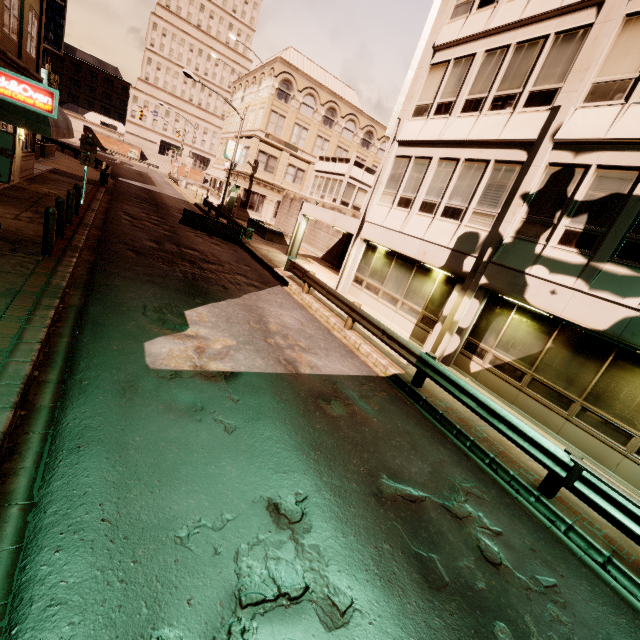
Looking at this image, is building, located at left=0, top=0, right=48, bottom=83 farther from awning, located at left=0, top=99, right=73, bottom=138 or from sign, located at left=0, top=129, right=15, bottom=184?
sign, located at left=0, top=129, right=15, bottom=184

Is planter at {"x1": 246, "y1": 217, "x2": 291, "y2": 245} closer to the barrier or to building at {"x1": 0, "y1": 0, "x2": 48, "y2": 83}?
the barrier

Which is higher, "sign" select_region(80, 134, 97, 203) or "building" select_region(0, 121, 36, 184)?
"sign" select_region(80, 134, 97, 203)

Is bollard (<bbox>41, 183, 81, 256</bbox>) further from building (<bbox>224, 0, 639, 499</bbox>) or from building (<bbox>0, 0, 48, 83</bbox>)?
building (<bbox>224, 0, 639, 499</bbox>)

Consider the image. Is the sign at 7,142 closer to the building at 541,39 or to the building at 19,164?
the building at 19,164

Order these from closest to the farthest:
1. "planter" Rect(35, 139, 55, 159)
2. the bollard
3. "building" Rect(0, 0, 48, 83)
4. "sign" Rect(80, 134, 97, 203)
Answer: the bollard, "building" Rect(0, 0, 48, 83), "sign" Rect(80, 134, 97, 203), "planter" Rect(35, 139, 55, 159)

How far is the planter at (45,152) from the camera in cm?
2316

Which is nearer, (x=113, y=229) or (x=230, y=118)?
(x=113, y=229)
